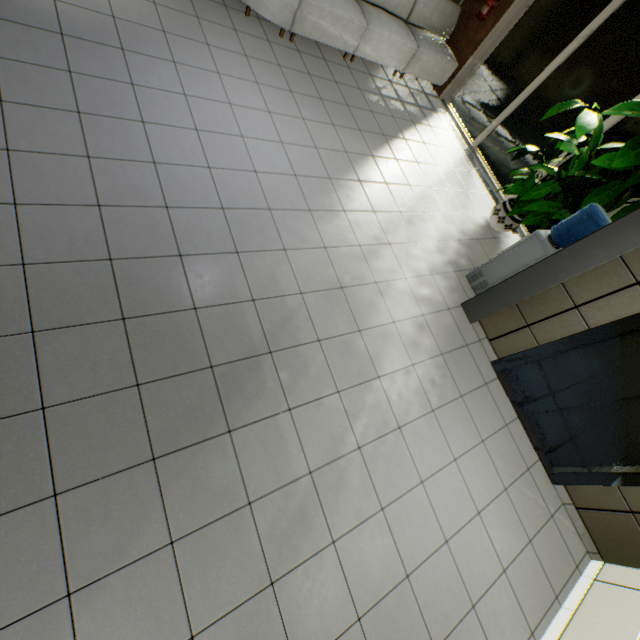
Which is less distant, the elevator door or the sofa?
the elevator door

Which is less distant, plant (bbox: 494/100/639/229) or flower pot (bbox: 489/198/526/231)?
plant (bbox: 494/100/639/229)

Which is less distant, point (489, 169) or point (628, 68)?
point (628, 68)

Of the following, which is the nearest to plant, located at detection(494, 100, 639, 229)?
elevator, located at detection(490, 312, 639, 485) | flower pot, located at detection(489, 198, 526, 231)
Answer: flower pot, located at detection(489, 198, 526, 231)

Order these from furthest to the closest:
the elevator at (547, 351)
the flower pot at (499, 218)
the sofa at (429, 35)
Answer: the flower pot at (499, 218)
the sofa at (429, 35)
the elevator at (547, 351)

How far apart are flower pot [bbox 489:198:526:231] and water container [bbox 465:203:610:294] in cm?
121

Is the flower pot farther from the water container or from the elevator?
the elevator

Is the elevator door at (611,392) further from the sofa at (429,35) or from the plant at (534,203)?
the sofa at (429,35)
